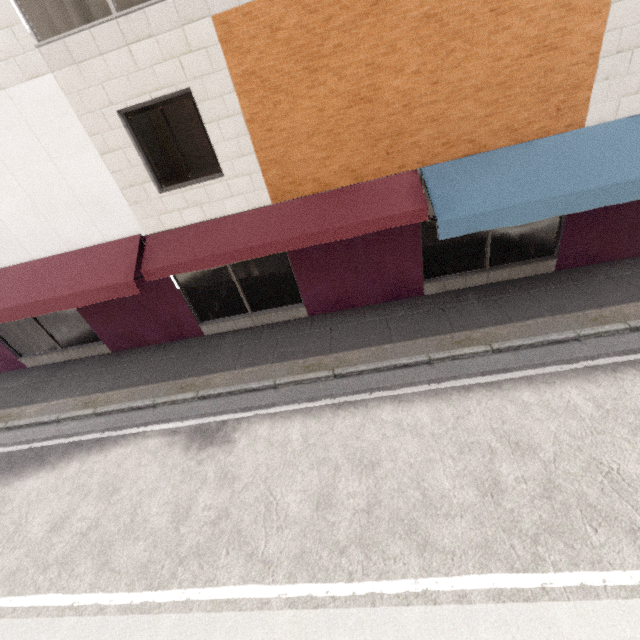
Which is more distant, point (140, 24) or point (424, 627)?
point (140, 24)
